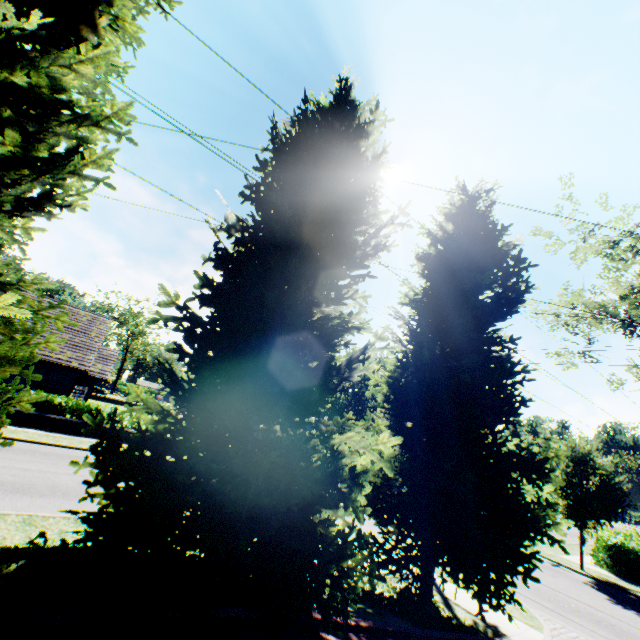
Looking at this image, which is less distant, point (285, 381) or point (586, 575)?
point (285, 381)

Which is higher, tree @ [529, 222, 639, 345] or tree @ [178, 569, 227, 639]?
tree @ [529, 222, 639, 345]

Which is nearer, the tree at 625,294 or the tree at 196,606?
the tree at 196,606

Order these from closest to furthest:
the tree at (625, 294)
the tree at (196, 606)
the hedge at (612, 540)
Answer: the tree at (196, 606) < the hedge at (612, 540) < the tree at (625, 294)

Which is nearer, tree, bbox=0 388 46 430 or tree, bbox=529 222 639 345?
tree, bbox=0 388 46 430

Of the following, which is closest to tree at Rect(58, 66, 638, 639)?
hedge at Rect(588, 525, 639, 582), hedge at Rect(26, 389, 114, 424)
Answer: hedge at Rect(588, 525, 639, 582)

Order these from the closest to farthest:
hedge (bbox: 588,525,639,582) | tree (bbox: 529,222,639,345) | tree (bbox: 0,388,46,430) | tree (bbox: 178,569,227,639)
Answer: tree (bbox: 178,569,227,639)
tree (bbox: 0,388,46,430)
hedge (bbox: 588,525,639,582)
tree (bbox: 529,222,639,345)
